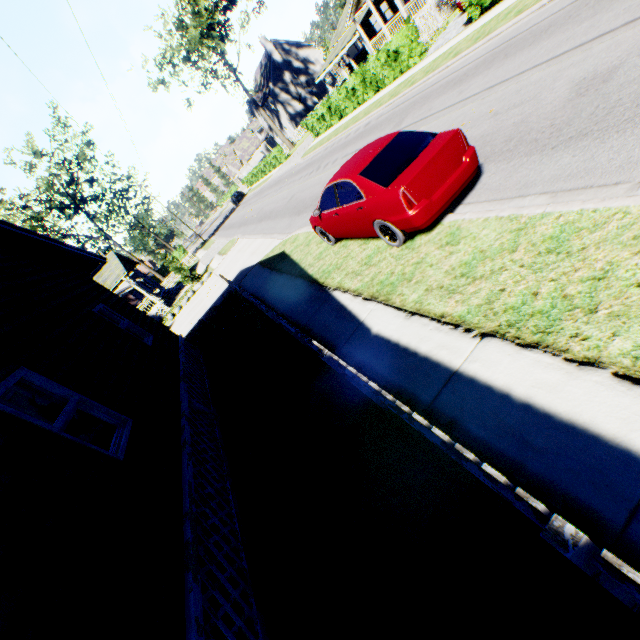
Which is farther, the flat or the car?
the flat

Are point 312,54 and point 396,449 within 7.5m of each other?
no

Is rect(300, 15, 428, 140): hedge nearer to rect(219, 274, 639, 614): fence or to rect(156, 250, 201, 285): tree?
rect(219, 274, 639, 614): fence

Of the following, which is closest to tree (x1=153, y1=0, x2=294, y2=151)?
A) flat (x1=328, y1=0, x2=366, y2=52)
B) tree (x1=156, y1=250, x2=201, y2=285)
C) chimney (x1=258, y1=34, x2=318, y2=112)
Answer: chimney (x1=258, y1=34, x2=318, y2=112)

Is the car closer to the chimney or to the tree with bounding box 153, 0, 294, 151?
the tree with bounding box 153, 0, 294, 151

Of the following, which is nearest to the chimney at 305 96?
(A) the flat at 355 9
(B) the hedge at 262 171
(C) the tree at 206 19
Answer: (C) the tree at 206 19

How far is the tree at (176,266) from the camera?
24.50m

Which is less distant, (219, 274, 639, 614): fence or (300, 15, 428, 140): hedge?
(219, 274, 639, 614): fence
